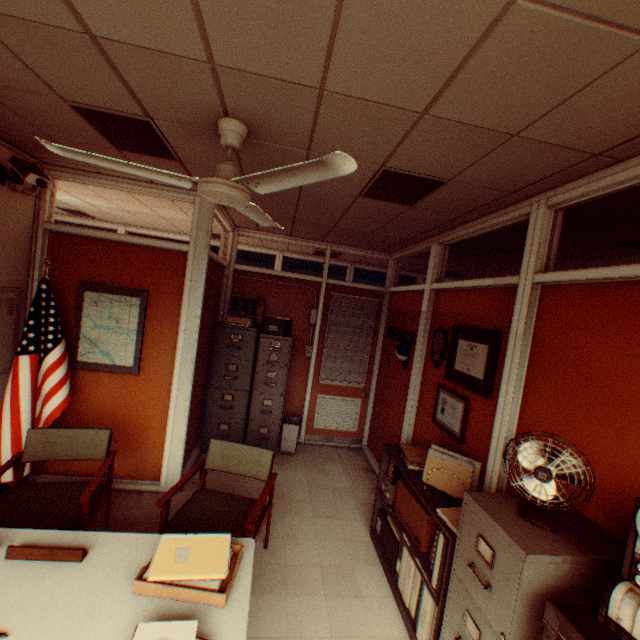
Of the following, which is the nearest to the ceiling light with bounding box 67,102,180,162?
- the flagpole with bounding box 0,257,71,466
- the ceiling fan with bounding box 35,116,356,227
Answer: the ceiling fan with bounding box 35,116,356,227

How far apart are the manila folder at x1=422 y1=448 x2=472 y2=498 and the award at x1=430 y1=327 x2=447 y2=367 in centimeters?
116cm

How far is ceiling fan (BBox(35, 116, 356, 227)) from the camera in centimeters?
156cm

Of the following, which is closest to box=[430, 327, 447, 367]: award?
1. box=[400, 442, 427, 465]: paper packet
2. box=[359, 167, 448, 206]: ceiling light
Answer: box=[400, 442, 427, 465]: paper packet

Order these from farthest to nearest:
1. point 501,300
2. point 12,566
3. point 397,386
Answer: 1. point 397,386
2. point 501,300
3. point 12,566

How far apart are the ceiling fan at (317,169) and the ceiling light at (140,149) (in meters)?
0.38

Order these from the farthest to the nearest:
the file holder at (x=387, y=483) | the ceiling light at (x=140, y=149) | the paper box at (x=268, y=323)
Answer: the paper box at (x=268, y=323)
the file holder at (x=387, y=483)
the ceiling light at (x=140, y=149)

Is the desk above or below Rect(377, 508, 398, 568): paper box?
above
